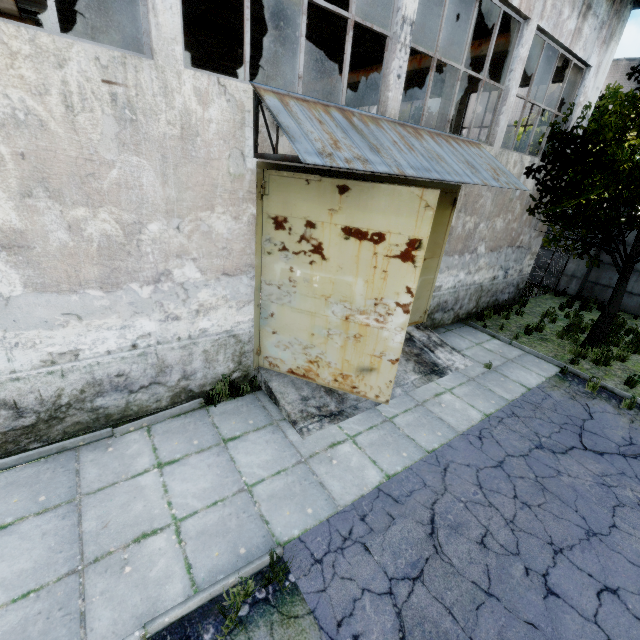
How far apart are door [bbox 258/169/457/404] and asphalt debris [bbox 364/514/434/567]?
2.0m

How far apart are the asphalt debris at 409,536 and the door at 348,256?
2.0 meters

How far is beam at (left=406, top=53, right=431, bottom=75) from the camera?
11.79m

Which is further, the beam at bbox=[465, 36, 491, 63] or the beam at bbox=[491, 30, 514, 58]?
the beam at bbox=[465, 36, 491, 63]

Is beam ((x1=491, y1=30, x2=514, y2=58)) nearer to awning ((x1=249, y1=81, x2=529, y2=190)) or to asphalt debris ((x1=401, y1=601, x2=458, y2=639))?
awning ((x1=249, y1=81, x2=529, y2=190))

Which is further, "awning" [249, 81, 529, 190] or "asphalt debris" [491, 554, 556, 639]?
"awning" [249, 81, 529, 190]

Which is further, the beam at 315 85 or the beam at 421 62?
the beam at 315 85

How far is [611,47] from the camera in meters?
9.9
